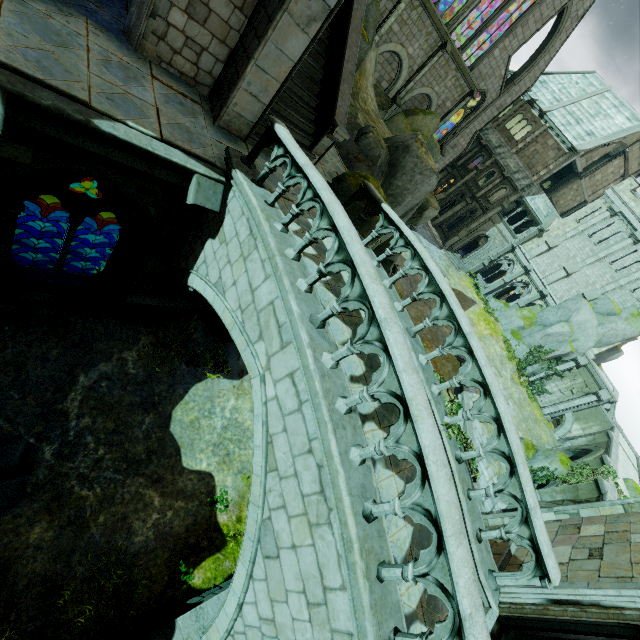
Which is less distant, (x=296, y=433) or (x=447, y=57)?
(x=296, y=433)

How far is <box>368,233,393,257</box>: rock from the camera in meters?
10.5

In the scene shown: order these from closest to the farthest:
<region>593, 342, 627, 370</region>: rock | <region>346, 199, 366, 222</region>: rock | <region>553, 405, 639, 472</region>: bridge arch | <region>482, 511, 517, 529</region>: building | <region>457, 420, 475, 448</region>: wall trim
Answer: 1. <region>482, 511, 517, 529</region>: building
2. <region>346, 199, 366, 222</region>: rock
3. <region>457, 420, 475, 448</region>: wall trim
4. <region>553, 405, 639, 472</region>: bridge arch
5. <region>593, 342, 627, 370</region>: rock

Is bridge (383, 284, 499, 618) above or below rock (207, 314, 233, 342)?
above

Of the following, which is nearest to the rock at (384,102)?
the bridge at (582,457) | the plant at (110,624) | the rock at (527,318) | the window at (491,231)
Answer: the window at (491,231)

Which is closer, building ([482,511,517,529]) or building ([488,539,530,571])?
building ([488,539,530,571])

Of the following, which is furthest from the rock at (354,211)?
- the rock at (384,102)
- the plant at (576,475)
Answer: the plant at (576,475)
